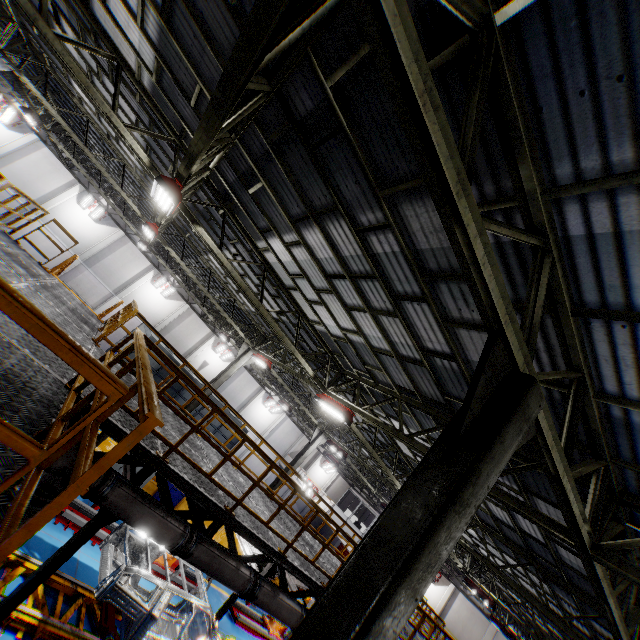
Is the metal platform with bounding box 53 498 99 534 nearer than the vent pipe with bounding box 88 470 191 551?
No

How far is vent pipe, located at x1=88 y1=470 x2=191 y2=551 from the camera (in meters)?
5.14

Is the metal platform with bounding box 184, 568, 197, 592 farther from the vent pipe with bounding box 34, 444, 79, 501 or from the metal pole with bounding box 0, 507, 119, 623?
the vent pipe with bounding box 34, 444, 79, 501

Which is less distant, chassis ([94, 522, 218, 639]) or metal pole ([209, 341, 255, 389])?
chassis ([94, 522, 218, 639])

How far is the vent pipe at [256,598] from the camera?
→ 6.8m

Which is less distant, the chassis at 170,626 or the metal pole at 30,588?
the metal pole at 30,588

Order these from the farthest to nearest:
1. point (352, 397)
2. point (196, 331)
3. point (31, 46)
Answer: point (196, 331) → point (352, 397) → point (31, 46)

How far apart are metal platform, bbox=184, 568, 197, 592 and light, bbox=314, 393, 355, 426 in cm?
743
